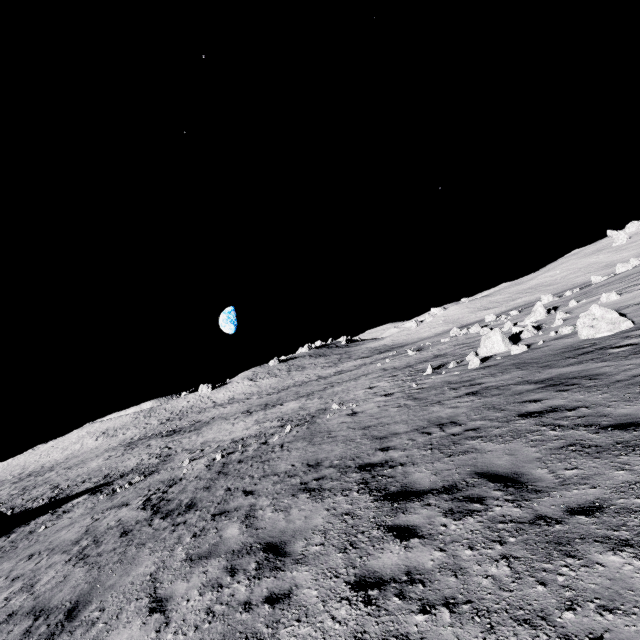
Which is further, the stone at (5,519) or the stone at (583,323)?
the stone at (5,519)

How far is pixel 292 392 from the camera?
43.8 meters

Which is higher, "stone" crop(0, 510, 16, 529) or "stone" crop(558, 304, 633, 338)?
"stone" crop(558, 304, 633, 338)

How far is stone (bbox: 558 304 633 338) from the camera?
12.8 meters

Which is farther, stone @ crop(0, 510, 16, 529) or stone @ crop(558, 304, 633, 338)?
stone @ crop(0, 510, 16, 529)

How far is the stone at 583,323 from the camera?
12.8m
